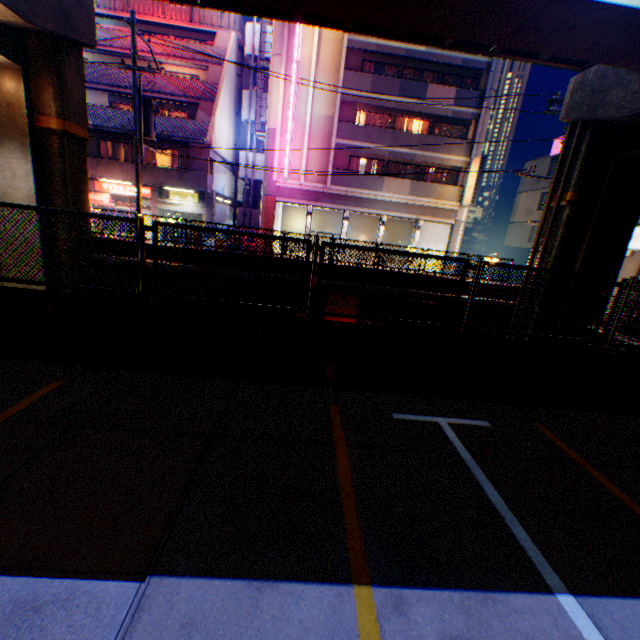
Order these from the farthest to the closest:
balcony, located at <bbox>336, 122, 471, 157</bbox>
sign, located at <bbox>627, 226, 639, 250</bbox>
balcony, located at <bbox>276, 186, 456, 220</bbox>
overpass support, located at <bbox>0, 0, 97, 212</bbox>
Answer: balcony, located at <bbox>276, 186, 456, 220</bbox>, balcony, located at <bbox>336, 122, 471, 157</bbox>, sign, located at <bbox>627, 226, 639, 250</bbox>, overpass support, located at <bbox>0, 0, 97, 212</bbox>

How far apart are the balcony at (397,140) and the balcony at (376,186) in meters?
2.0

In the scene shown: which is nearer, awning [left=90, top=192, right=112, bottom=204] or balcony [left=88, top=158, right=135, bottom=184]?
balcony [left=88, top=158, right=135, bottom=184]

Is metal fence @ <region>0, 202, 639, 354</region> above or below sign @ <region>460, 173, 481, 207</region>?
below

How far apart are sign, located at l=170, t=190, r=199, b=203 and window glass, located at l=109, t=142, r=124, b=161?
3.4m

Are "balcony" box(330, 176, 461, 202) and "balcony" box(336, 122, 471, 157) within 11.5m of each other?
yes

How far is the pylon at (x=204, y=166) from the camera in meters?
22.6

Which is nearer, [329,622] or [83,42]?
[329,622]
